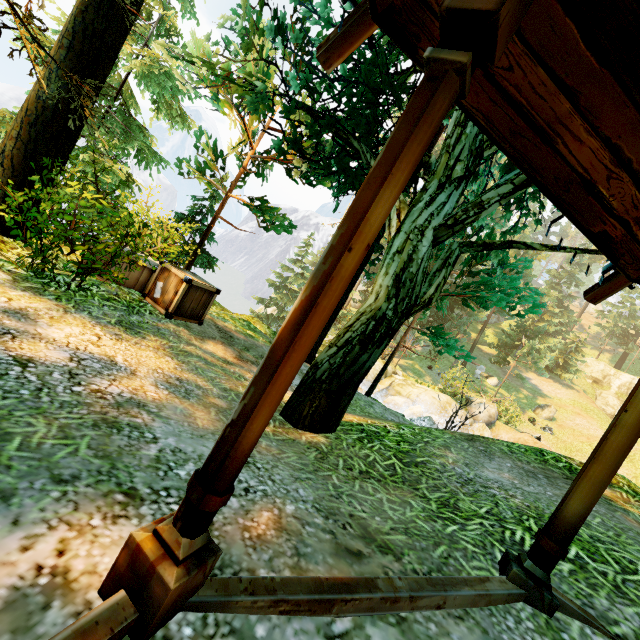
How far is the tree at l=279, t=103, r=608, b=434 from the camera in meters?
3.6 m

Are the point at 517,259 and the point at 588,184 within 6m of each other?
no

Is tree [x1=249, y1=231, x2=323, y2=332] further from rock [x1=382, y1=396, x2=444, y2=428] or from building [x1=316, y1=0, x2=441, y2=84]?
rock [x1=382, y1=396, x2=444, y2=428]

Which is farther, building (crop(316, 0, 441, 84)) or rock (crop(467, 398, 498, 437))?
rock (crop(467, 398, 498, 437))

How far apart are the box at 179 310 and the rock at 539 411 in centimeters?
3377cm

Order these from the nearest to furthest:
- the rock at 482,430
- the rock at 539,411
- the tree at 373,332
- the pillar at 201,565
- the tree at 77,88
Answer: the pillar at 201,565, the tree at 373,332, the tree at 77,88, the rock at 482,430, the rock at 539,411

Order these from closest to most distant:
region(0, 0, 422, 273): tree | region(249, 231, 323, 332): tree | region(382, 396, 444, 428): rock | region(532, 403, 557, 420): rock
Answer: region(0, 0, 422, 273): tree < region(382, 396, 444, 428): rock < region(532, 403, 557, 420): rock < region(249, 231, 323, 332): tree
